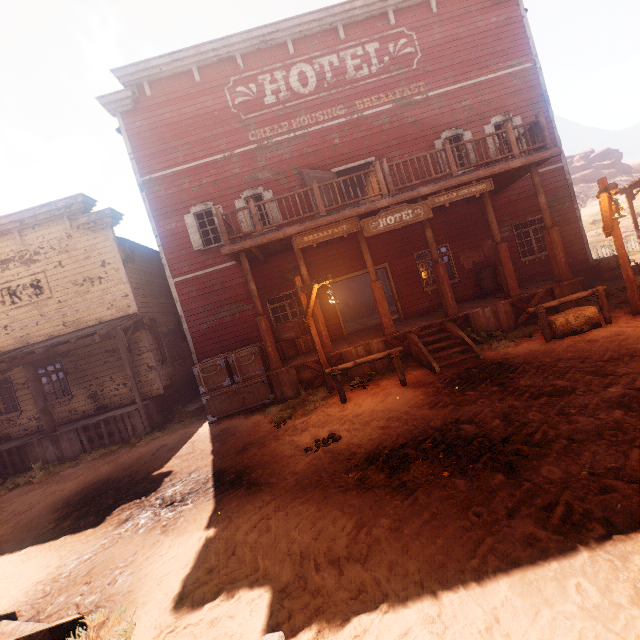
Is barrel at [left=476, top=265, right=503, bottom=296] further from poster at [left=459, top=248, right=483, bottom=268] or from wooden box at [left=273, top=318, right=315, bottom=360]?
wooden box at [left=273, top=318, right=315, bottom=360]

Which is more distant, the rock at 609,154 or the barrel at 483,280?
the rock at 609,154

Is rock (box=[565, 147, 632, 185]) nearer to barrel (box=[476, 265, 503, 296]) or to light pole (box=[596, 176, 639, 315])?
barrel (box=[476, 265, 503, 296])

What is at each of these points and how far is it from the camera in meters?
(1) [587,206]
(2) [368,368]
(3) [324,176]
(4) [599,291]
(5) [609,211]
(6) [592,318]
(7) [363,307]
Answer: (1) z, 40.9
(2) building, 9.6
(3) bp, 11.8
(4) horse pole, 7.7
(5) light pole, 7.6
(6) hay bale, 7.7
(7) table, 21.6

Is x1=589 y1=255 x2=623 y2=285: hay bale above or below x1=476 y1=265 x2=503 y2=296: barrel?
below

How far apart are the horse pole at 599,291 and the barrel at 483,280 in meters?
3.3 m

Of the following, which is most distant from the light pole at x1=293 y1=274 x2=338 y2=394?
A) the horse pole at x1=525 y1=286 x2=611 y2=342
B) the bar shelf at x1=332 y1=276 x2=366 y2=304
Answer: the bar shelf at x1=332 y1=276 x2=366 y2=304

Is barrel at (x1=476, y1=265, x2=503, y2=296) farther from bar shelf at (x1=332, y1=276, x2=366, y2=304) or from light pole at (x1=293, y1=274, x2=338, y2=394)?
Answer: bar shelf at (x1=332, y1=276, x2=366, y2=304)
